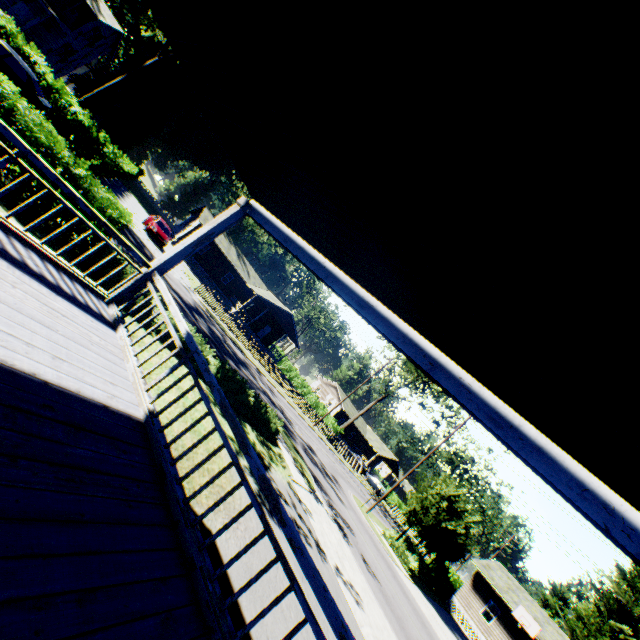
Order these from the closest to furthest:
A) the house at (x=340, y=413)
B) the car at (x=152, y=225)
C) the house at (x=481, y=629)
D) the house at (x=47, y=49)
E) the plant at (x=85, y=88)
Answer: the car at (x=152, y=225), the house at (x=481, y=629), the house at (x=47, y=49), the plant at (x=85, y=88), the house at (x=340, y=413)

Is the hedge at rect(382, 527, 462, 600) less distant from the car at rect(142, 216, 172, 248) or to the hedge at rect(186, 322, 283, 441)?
the hedge at rect(186, 322, 283, 441)

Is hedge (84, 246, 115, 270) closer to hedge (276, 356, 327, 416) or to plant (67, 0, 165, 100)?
plant (67, 0, 165, 100)

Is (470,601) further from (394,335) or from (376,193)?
(376,193)

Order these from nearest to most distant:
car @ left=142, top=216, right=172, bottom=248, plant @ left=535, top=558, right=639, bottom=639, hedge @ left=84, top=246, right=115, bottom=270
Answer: hedge @ left=84, top=246, right=115, bottom=270
car @ left=142, top=216, right=172, bottom=248
plant @ left=535, top=558, right=639, bottom=639

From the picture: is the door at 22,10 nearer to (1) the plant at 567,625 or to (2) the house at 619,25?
(1) the plant at 567,625

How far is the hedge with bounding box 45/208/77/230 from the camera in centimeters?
853cm
